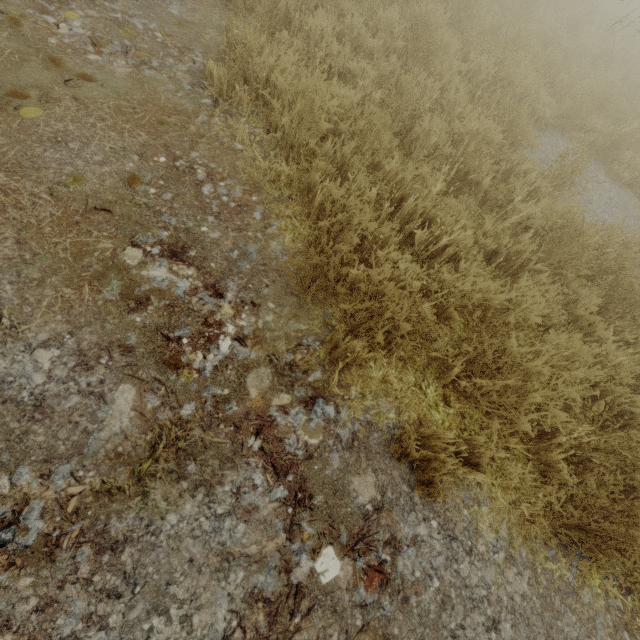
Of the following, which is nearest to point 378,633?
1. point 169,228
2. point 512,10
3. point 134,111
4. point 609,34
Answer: point 169,228
